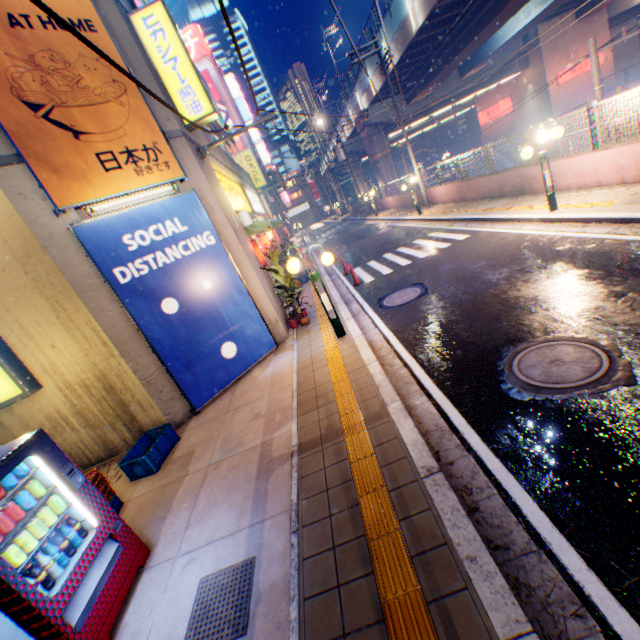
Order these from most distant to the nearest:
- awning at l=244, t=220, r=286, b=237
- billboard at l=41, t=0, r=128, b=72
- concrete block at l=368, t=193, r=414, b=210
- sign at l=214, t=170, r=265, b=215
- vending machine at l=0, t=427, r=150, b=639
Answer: concrete block at l=368, t=193, r=414, b=210 → sign at l=214, t=170, r=265, b=215 → awning at l=244, t=220, r=286, b=237 → billboard at l=41, t=0, r=128, b=72 → vending machine at l=0, t=427, r=150, b=639

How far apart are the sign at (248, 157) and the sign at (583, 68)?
30.60m

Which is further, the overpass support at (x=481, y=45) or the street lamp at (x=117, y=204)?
the overpass support at (x=481, y=45)

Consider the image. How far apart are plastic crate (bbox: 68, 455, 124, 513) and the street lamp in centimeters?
424cm

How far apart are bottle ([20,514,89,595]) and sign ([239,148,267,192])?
22.0 meters

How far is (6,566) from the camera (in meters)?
2.66

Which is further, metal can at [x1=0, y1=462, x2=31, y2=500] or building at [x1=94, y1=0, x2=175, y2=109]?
building at [x1=94, y1=0, x2=175, y2=109]

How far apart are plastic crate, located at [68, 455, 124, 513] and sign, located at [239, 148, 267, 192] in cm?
1942
